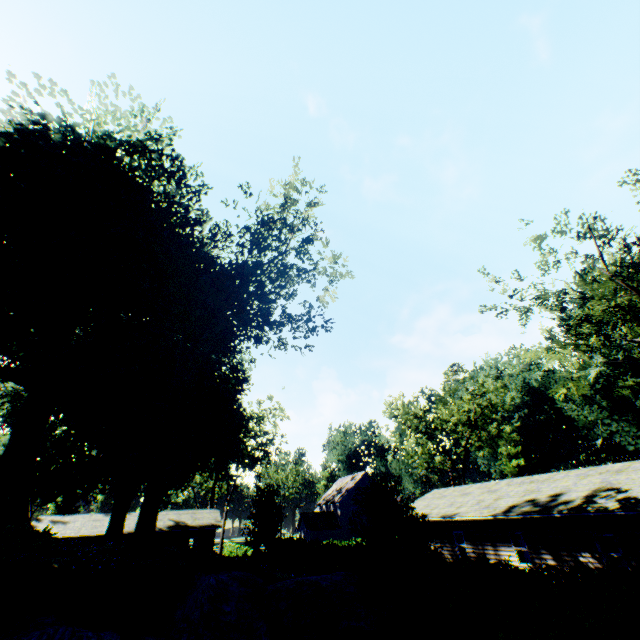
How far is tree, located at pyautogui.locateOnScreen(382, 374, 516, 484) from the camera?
42.7m

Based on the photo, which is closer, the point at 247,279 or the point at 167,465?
the point at 247,279

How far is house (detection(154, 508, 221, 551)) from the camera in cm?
3906

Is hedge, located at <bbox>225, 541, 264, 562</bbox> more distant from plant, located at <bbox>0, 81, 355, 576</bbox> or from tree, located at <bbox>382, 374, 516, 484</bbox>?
tree, located at <bbox>382, 374, 516, 484</bbox>

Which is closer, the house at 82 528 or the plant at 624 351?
the house at 82 528

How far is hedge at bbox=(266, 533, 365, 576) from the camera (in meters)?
18.62

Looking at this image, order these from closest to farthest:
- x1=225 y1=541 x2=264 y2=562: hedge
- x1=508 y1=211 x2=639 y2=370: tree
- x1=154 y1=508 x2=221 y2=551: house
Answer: x1=508 y1=211 x2=639 y2=370: tree < x1=225 y1=541 x2=264 y2=562: hedge < x1=154 y1=508 x2=221 y2=551: house

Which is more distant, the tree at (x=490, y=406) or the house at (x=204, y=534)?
the tree at (x=490, y=406)
